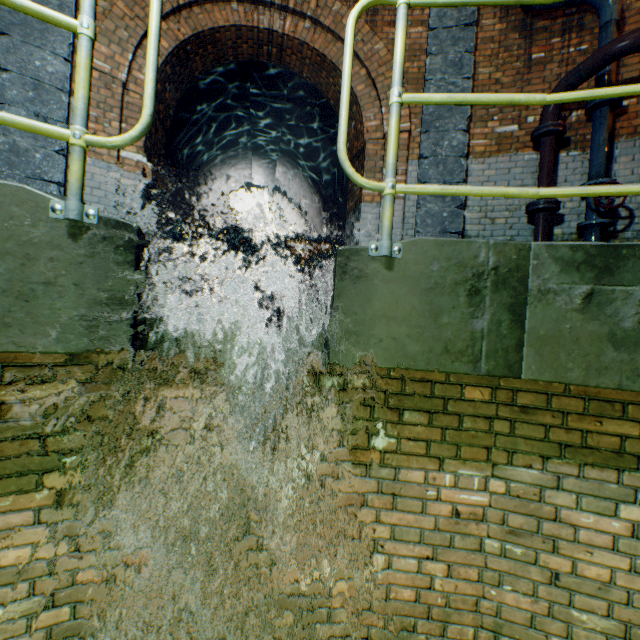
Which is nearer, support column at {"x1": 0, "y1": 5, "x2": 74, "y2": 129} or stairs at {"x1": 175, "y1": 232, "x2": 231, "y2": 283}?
support column at {"x1": 0, "y1": 5, "x2": 74, "y2": 129}

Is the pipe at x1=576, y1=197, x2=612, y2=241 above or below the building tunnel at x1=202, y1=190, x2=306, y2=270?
below

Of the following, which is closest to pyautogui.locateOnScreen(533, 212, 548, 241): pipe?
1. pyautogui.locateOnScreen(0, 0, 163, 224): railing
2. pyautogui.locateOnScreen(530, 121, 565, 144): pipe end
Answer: pyautogui.locateOnScreen(530, 121, 565, 144): pipe end

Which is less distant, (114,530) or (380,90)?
(114,530)

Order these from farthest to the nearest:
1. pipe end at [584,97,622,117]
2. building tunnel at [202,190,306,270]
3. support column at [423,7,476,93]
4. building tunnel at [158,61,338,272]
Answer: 1. building tunnel at [202,190,306,270]
2. building tunnel at [158,61,338,272]
3. support column at [423,7,476,93]
4. pipe end at [584,97,622,117]

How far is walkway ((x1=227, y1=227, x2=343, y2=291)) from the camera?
8.91m

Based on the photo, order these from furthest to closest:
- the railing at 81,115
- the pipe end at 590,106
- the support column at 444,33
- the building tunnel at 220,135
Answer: the building tunnel at 220,135 → the support column at 444,33 → the pipe end at 590,106 → the railing at 81,115

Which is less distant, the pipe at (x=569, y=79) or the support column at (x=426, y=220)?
the pipe at (x=569, y=79)
